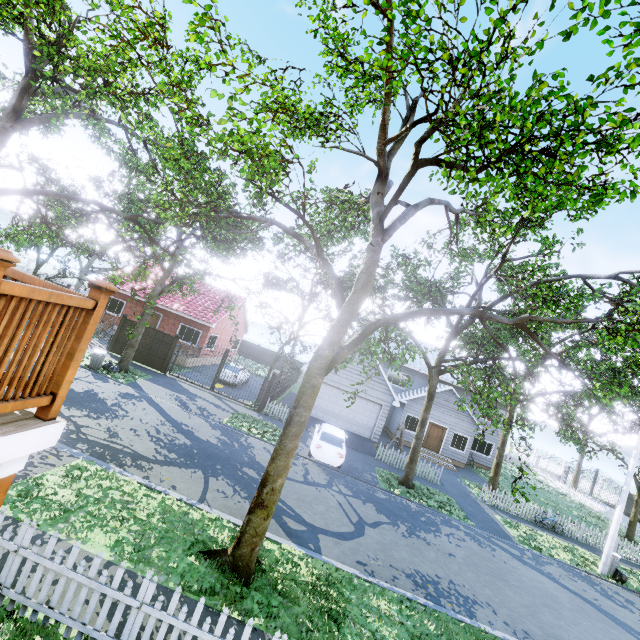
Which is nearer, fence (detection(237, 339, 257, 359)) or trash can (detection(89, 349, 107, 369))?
trash can (detection(89, 349, 107, 369))

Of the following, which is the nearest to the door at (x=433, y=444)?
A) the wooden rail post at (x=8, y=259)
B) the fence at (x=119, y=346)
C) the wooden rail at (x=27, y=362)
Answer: the fence at (x=119, y=346)

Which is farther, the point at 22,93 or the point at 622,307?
the point at 22,93

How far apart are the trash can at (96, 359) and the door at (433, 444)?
23.0m

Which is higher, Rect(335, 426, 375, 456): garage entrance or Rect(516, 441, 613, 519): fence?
Rect(516, 441, 613, 519): fence

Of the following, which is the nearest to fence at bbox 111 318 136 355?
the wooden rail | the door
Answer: the door

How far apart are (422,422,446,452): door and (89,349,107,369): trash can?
23.0 meters

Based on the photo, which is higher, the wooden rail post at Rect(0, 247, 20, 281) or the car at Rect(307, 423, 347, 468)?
the wooden rail post at Rect(0, 247, 20, 281)
